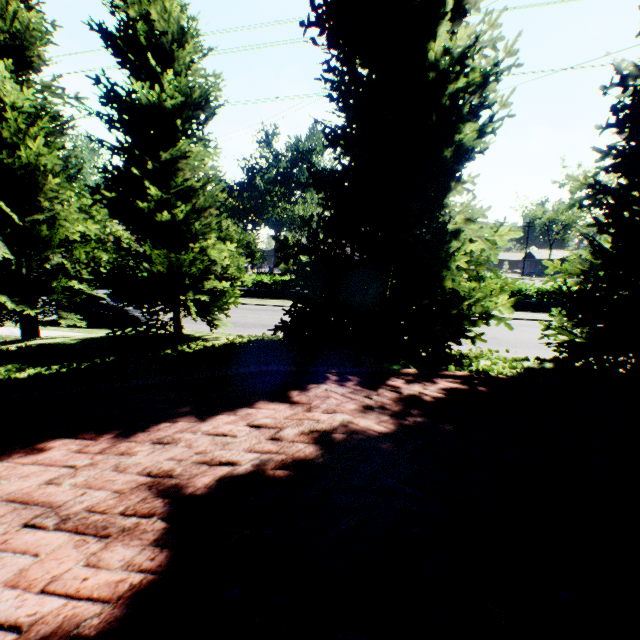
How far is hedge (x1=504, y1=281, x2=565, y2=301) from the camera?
22.0m

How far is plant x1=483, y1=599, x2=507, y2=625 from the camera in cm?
148

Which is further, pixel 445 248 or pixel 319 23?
pixel 319 23

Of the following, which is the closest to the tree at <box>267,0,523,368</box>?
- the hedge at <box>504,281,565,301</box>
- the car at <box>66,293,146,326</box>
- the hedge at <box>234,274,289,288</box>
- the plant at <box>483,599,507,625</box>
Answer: the car at <box>66,293,146,326</box>

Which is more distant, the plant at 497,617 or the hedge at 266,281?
the hedge at 266,281

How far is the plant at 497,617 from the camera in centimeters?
148cm

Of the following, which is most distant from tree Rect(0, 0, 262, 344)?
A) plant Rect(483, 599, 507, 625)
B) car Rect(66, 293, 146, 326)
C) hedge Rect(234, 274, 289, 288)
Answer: hedge Rect(234, 274, 289, 288)

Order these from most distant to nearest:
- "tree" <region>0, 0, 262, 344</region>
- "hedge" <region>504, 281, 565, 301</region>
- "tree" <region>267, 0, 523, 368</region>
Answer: "hedge" <region>504, 281, 565, 301</region>, "tree" <region>0, 0, 262, 344</region>, "tree" <region>267, 0, 523, 368</region>
